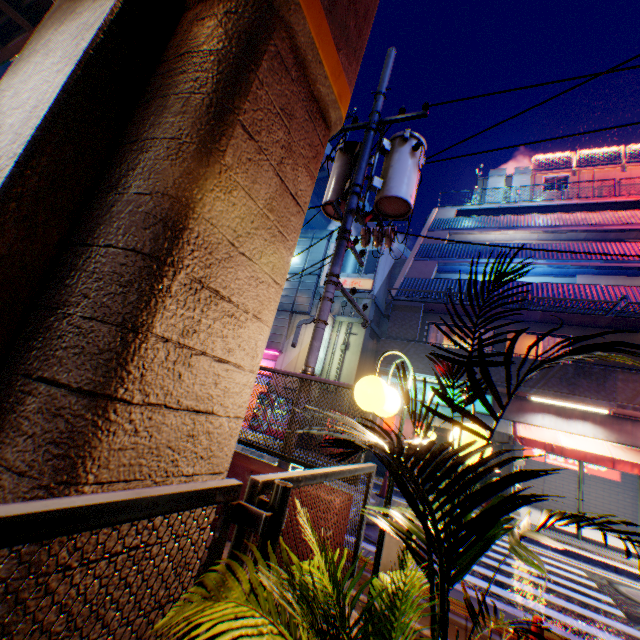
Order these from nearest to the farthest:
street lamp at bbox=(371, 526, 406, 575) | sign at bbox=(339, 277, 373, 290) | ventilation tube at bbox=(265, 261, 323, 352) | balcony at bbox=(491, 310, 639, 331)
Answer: street lamp at bbox=(371, 526, 406, 575)
balcony at bbox=(491, 310, 639, 331)
sign at bbox=(339, 277, 373, 290)
ventilation tube at bbox=(265, 261, 323, 352)

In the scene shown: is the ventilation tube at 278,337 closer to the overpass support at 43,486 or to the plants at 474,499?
the overpass support at 43,486

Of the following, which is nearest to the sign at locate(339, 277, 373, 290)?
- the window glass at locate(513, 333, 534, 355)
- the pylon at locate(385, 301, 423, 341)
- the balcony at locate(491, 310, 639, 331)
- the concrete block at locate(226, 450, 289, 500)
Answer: the balcony at locate(491, 310, 639, 331)

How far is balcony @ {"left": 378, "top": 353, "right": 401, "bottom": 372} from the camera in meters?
13.2 m

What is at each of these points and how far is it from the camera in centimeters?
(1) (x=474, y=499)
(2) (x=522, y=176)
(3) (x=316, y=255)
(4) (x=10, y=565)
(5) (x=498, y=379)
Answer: (1) plants, 121cm
(2) ventilation tube, 2077cm
(3) ventilation tube, 2000cm
(4) overpass support, 141cm
(5) balcony, 1148cm

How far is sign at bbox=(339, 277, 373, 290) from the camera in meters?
17.9

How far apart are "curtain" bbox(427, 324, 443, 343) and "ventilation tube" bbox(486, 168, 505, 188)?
12.5 meters

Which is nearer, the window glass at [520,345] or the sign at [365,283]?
the window glass at [520,345]
